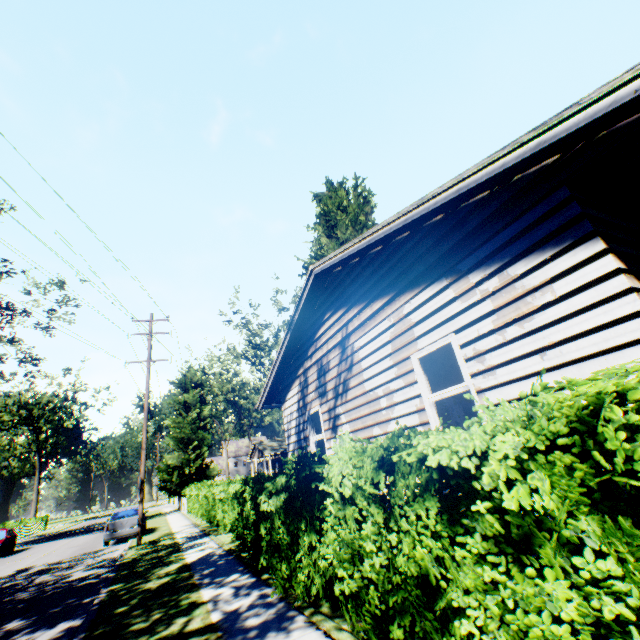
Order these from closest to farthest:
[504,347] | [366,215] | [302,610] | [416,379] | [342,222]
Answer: [504,347] < [302,610] < [416,379] < [342,222] < [366,215]

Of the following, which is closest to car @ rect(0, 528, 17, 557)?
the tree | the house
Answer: the house

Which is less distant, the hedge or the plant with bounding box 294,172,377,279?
the hedge

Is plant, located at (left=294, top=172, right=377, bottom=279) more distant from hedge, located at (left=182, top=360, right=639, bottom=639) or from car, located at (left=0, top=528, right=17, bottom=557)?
car, located at (left=0, top=528, right=17, bottom=557)

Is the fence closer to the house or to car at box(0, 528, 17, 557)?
car at box(0, 528, 17, 557)

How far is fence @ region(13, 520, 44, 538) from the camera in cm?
3544

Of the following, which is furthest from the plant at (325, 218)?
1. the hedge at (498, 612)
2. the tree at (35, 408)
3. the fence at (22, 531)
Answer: the tree at (35, 408)

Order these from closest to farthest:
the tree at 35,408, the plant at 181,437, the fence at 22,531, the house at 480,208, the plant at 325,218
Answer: the house at 480,208
the plant at 325,218
the plant at 181,437
the fence at 22,531
the tree at 35,408
